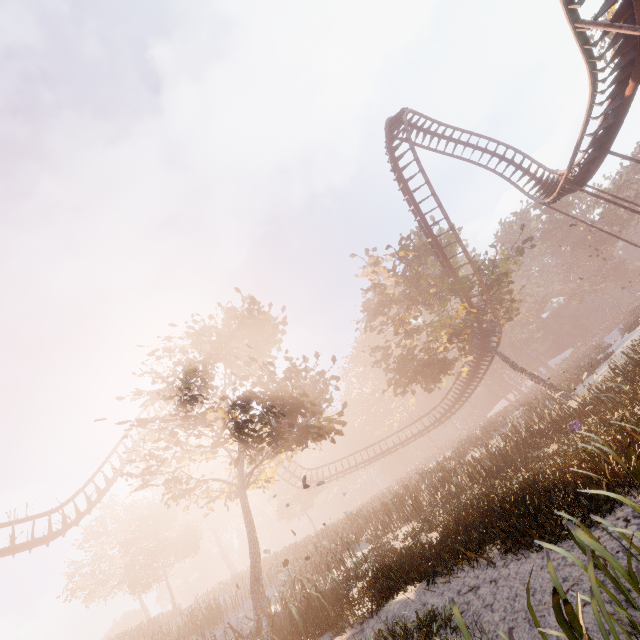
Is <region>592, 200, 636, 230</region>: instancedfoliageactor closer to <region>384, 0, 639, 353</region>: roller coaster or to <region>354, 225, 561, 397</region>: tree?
<region>354, 225, 561, 397</region>: tree

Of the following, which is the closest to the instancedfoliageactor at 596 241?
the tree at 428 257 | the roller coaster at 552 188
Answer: the tree at 428 257

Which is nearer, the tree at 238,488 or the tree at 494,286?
the tree at 238,488

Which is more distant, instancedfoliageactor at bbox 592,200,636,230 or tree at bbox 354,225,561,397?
instancedfoliageactor at bbox 592,200,636,230

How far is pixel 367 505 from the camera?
33.4 meters

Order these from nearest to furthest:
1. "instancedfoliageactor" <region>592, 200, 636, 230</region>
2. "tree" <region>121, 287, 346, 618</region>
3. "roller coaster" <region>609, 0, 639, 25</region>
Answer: "roller coaster" <region>609, 0, 639, 25</region>
"tree" <region>121, 287, 346, 618</region>
"instancedfoliageactor" <region>592, 200, 636, 230</region>

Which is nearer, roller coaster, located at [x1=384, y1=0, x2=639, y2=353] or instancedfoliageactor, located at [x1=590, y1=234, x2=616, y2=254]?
roller coaster, located at [x1=384, y1=0, x2=639, y2=353]
